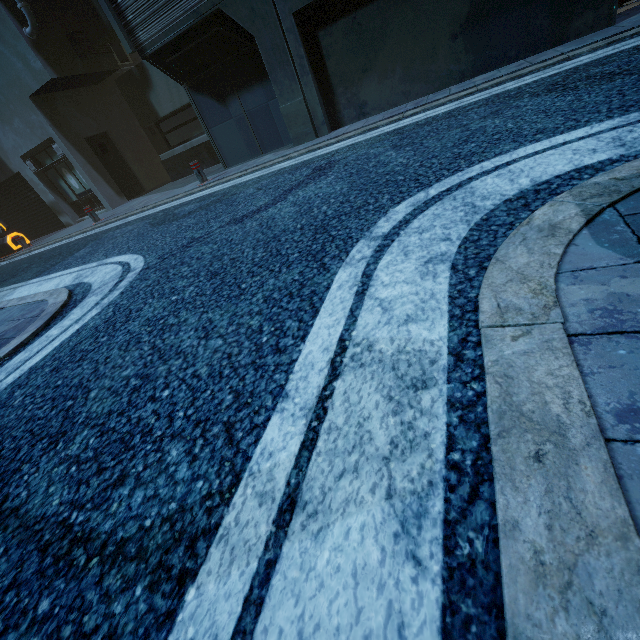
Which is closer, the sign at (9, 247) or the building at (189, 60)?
the building at (189, 60)

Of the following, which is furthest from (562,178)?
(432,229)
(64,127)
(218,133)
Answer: (64,127)

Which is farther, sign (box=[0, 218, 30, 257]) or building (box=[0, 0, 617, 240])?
sign (box=[0, 218, 30, 257])
